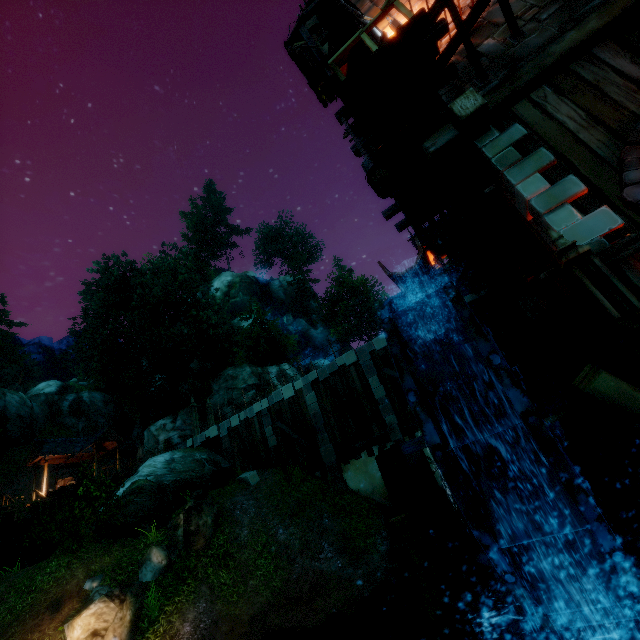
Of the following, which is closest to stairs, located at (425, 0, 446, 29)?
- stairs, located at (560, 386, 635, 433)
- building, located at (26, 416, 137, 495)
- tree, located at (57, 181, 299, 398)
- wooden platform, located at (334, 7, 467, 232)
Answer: wooden platform, located at (334, 7, 467, 232)

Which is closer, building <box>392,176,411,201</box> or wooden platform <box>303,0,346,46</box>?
building <box>392,176,411,201</box>

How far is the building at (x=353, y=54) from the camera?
10.5 meters

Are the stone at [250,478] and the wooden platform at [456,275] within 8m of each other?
no

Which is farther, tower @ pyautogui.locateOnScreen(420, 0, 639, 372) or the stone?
the stone

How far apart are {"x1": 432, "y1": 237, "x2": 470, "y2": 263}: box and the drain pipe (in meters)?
5.60

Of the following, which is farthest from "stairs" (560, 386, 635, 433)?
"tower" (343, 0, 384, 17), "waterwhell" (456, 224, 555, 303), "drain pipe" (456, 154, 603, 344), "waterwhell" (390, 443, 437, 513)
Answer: "waterwhell" (456, 224, 555, 303)

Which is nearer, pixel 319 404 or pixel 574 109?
pixel 574 109
